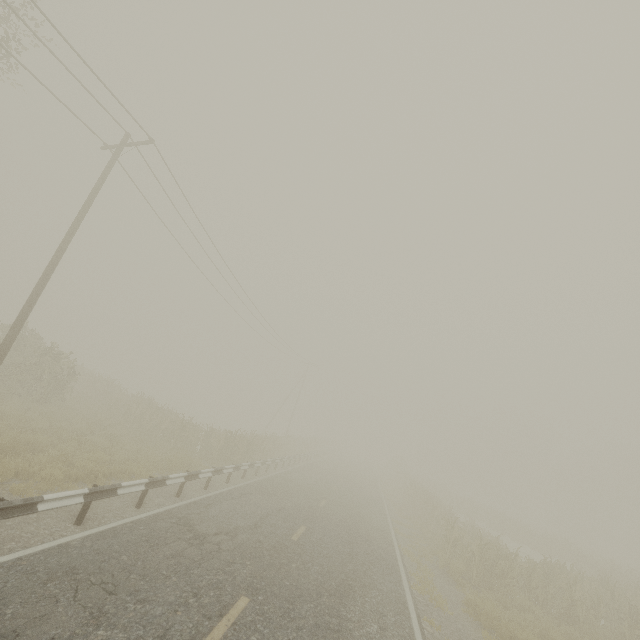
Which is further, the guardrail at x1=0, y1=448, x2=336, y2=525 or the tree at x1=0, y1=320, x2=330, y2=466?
the tree at x1=0, y1=320, x2=330, y2=466

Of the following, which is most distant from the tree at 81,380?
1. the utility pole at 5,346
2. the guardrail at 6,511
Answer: the utility pole at 5,346

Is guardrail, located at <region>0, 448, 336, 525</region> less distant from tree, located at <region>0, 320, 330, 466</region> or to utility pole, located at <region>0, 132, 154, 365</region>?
tree, located at <region>0, 320, 330, 466</region>

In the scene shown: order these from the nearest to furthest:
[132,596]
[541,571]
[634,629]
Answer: [132,596] < [634,629] < [541,571]

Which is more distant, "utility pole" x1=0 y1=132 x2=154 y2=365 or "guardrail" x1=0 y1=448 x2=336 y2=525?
"utility pole" x1=0 y1=132 x2=154 y2=365

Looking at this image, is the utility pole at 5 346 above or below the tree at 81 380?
above
